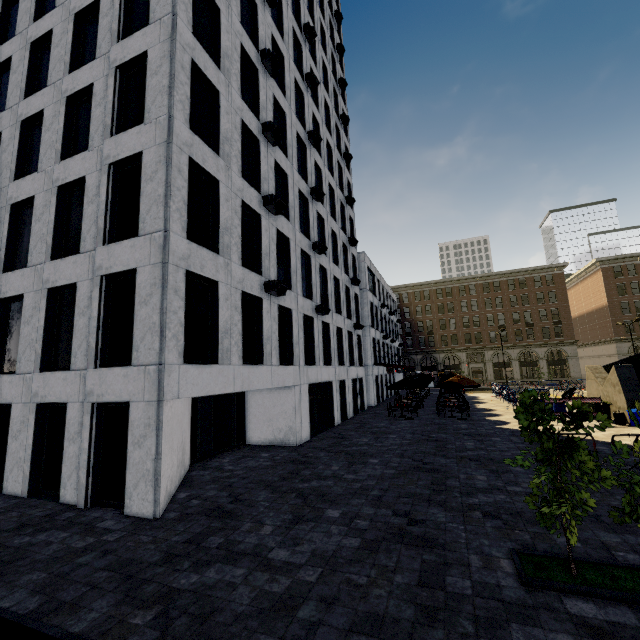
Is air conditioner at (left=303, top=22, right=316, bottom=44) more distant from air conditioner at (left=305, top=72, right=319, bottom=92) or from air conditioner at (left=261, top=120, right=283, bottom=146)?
air conditioner at (left=261, top=120, right=283, bottom=146)

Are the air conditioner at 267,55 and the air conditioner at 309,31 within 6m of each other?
no

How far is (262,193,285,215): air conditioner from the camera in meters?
14.3 m

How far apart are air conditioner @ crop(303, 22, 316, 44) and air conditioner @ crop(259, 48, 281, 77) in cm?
922

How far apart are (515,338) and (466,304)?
9.8m

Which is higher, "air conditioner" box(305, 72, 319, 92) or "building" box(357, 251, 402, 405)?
"air conditioner" box(305, 72, 319, 92)

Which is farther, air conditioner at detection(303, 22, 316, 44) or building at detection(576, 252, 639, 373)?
building at detection(576, 252, 639, 373)

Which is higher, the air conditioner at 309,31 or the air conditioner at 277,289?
the air conditioner at 309,31
